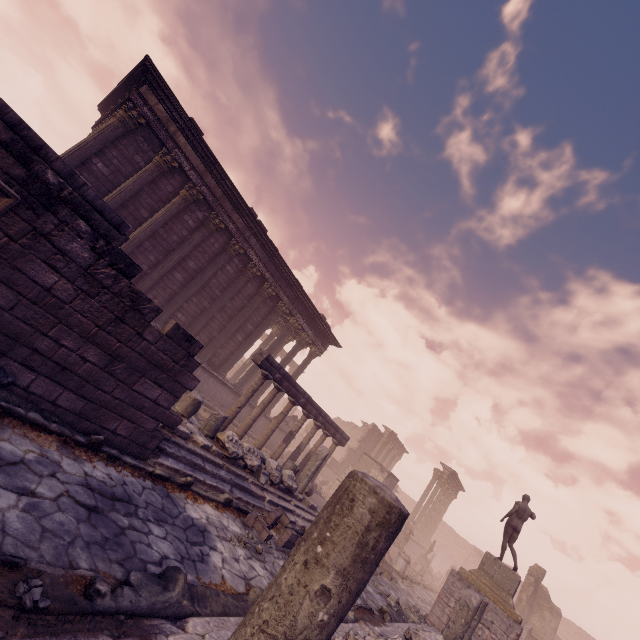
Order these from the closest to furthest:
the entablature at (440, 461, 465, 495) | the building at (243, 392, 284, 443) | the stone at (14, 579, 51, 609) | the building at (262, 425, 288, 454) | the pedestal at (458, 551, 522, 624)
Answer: the stone at (14, 579, 51, 609) < the pedestal at (458, 551, 522, 624) < the building at (243, 392, 284, 443) < the building at (262, 425, 288, 454) < the entablature at (440, 461, 465, 495)

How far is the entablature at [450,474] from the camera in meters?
28.0 m

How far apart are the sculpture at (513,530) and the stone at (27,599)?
15.02m

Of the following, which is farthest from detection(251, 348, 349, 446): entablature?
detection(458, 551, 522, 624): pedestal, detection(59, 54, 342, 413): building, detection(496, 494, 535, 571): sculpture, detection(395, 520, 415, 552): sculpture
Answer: detection(395, 520, 415, 552): sculpture

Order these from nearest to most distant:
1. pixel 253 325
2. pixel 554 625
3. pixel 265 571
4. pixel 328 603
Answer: pixel 328 603 → pixel 265 571 → pixel 253 325 → pixel 554 625

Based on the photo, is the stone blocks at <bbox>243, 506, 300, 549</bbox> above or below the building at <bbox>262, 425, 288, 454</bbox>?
below

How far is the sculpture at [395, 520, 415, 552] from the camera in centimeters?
1936cm

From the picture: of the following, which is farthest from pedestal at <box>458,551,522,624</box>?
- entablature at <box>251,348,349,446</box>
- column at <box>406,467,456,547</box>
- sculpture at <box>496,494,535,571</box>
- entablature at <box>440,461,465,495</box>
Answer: column at <box>406,467,456,547</box>
